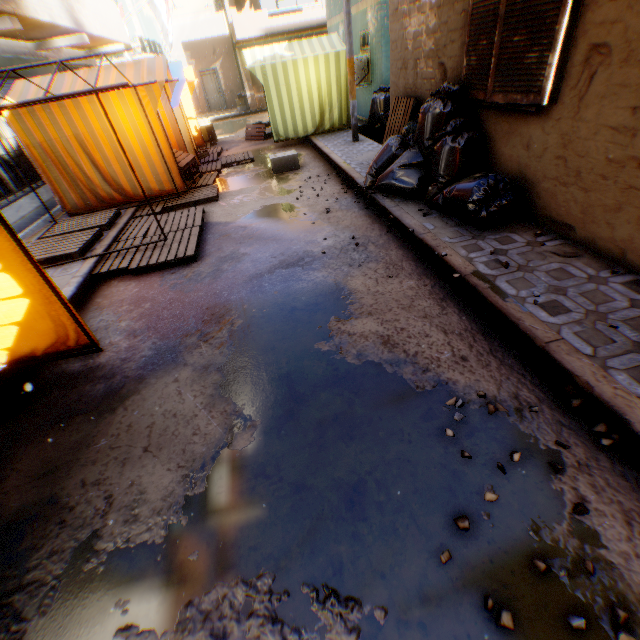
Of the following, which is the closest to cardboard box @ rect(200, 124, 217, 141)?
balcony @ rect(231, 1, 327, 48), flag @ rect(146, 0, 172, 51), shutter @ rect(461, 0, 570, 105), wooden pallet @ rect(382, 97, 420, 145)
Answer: balcony @ rect(231, 1, 327, 48)

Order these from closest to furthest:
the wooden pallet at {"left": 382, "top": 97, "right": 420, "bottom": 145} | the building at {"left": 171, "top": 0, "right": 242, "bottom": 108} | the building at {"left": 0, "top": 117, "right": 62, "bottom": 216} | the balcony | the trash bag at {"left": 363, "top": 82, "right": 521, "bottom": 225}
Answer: the trash bag at {"left": 363, "top": 82, "right": 521, "bottom": 225}
the wooden pallet at {"left": 382, "top": 97, "right": 420, "bottom": 145}
the building at {"left": 0, "top": 117, "right": 62, "bottom": 216}
the balcony
the building at {"left": 171, "top": 0, "right": 242, "bottom": 108}

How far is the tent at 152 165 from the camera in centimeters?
646cm

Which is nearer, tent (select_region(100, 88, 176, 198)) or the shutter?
the shutter

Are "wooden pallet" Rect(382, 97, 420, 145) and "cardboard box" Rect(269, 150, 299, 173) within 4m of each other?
yes

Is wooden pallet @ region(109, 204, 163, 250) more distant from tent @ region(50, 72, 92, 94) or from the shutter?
the shutter

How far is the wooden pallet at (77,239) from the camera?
5.3 meters

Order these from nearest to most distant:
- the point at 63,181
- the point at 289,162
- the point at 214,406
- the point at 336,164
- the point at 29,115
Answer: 1. the point at 214,406
2. the point at 29,115
3. the point at 63,181
4. the point at 336,164
5. the point at 289,162
